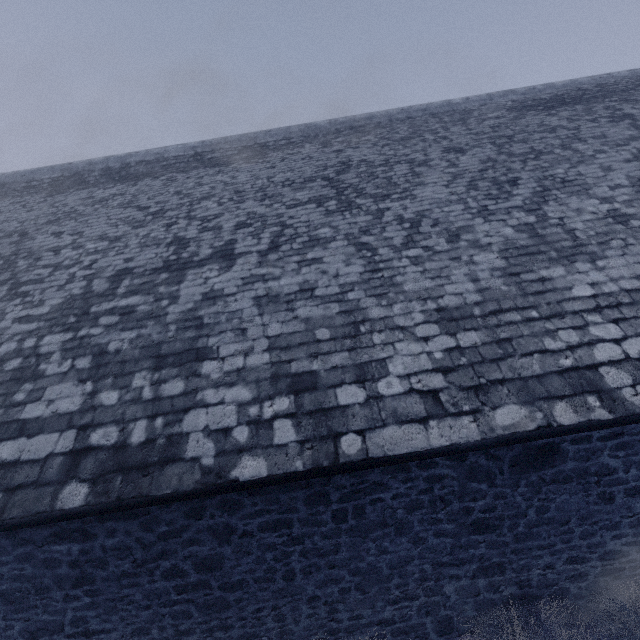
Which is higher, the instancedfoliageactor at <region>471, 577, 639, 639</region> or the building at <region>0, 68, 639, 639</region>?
the building at <region>0, 68, 639, 639</region>

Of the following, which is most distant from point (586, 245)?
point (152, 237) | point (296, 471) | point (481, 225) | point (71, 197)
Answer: point (71, 197)

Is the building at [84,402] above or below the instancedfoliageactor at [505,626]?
above
